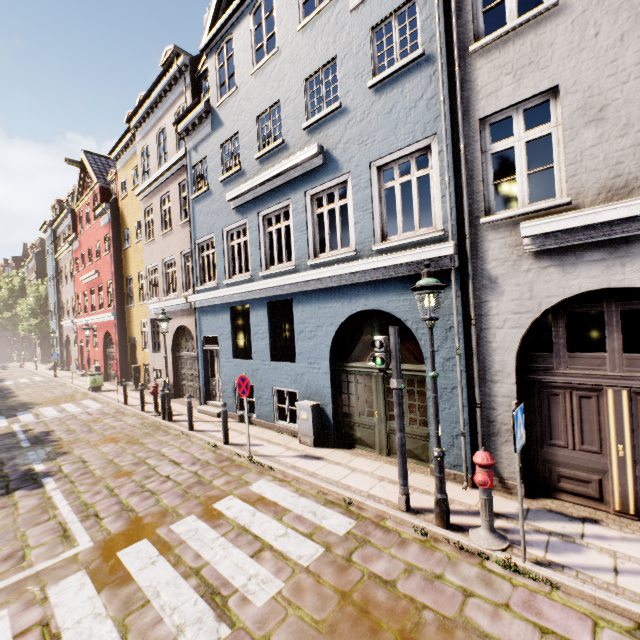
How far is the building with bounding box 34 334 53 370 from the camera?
32.0m

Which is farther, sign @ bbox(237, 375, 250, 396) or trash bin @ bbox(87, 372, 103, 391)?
trash bin @ bbox(87, 372, 103, 391)

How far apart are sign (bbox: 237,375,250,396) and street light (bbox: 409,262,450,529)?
4.39m

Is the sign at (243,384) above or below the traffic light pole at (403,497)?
above

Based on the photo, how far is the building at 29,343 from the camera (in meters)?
43.16

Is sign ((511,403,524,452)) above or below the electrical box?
above

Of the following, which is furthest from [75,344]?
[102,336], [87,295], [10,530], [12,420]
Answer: [10,530]

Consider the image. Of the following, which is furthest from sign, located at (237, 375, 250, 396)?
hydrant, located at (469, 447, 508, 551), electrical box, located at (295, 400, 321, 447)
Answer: hydrant, located at (469, 447, 508, 551)
